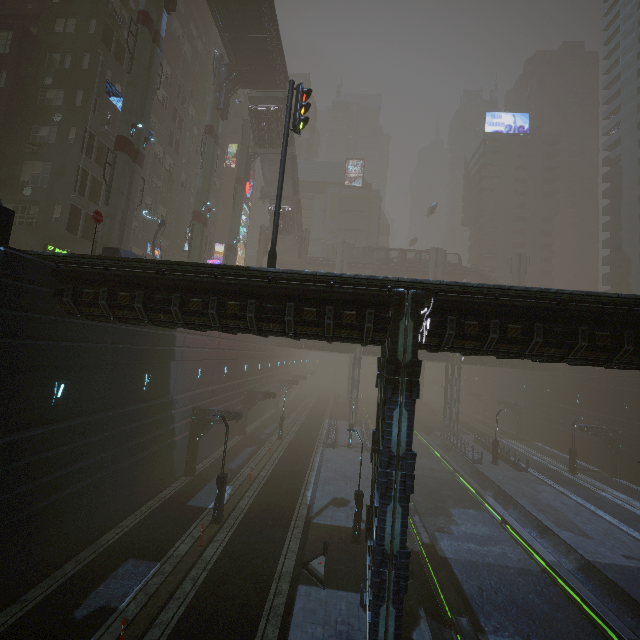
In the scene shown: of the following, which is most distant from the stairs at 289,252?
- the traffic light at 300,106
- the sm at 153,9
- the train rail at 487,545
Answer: the train rail at 487,545

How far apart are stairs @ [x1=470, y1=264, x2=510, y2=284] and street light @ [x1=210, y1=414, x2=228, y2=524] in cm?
5325

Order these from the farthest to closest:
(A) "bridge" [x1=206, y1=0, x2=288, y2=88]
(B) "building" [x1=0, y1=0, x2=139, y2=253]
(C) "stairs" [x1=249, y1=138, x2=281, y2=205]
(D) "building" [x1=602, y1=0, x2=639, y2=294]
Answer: (D) "building" [x1=602, y1=0, x2=639, y2=294] → (C) "stairs" [x1=249, y1=138, x2=281, y2=205] → (A) "bridge" [x1=206, y1=0, x2=288, y2=88] → (B) "building" [x1=0, y1=0, x2=139, y2=253]

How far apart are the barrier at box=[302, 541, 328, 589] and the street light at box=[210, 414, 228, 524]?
Result: 5.31m

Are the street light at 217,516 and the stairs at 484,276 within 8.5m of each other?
no

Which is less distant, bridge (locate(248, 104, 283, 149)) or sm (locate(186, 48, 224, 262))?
sm (locate(186, 48, 224, 262))

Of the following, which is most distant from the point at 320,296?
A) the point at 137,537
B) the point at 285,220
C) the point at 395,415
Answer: the point at 285,220

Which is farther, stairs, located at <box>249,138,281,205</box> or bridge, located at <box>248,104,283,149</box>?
stairs, located at <box>249,138,281,205</box>
